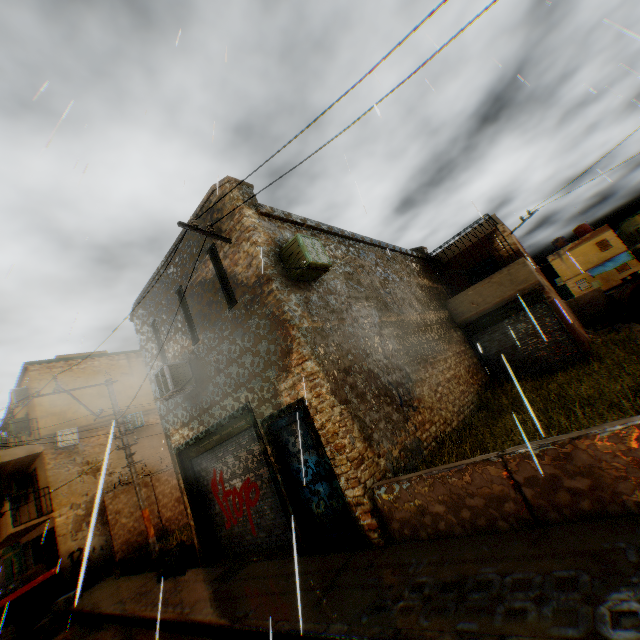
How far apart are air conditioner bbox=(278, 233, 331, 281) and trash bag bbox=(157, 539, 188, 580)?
2.2 meters

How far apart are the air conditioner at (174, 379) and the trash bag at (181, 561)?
2.23m

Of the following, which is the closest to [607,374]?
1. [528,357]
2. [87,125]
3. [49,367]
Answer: [528,357]

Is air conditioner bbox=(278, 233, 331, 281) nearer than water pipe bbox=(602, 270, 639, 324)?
Yes

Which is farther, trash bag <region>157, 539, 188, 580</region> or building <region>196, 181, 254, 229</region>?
trash bag <region>157, 539, 188, 580</region>

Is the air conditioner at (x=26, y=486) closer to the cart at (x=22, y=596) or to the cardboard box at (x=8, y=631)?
the cardboard box at (x=8, y=631)

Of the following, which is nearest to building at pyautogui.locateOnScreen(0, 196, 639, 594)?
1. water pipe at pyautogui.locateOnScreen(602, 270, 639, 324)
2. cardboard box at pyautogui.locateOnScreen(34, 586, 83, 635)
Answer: cardboard box at pyautogui.locateOnScreen(34, 586, 83, 635)

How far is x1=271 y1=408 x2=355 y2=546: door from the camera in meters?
6.3 m
